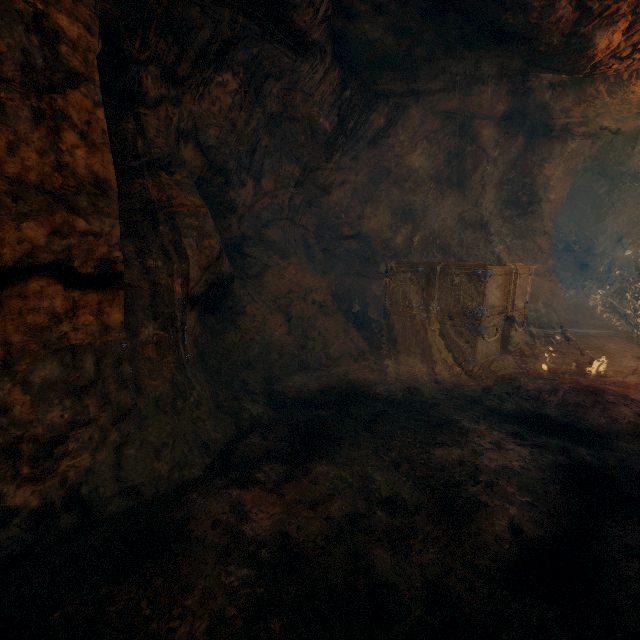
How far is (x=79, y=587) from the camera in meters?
1.7 m

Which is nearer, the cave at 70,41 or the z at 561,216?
the cave at 70,41

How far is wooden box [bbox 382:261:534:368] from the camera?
5.4m

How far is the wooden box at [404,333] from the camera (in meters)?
5.39

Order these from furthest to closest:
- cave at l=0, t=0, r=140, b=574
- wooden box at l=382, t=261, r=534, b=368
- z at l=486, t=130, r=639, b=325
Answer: z at l=486, t=130, r=639, b=325 < wooden box at l=382, t=261, r=534, b=368 < cave at l=0, t=0, r=140, b=574

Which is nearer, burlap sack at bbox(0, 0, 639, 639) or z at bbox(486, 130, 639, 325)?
burlap sack at bbox(0, 0, 639, 639)

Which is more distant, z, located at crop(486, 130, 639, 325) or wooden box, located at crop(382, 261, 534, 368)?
z, located at crop(486, 130, 639, 325)

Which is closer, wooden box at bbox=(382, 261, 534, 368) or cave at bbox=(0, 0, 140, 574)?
cave at bbox=(0, 0, 140, 574)
